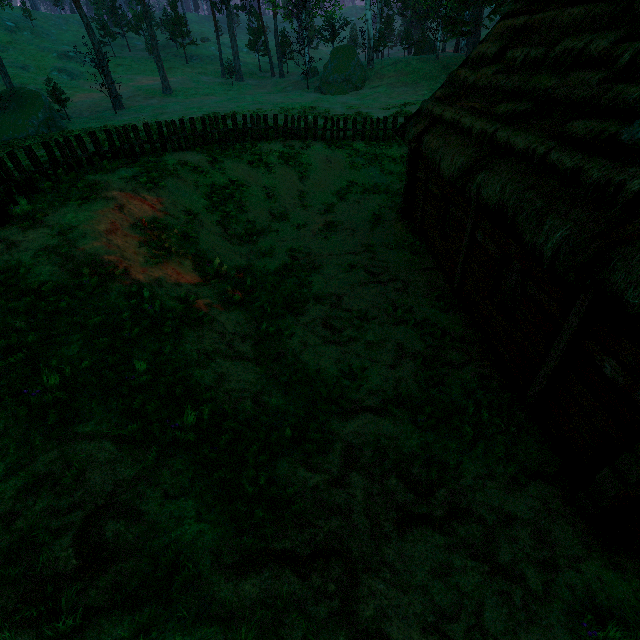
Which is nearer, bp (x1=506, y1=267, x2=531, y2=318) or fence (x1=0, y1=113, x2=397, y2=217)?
bp (x1=506, y1=267, x2=531, y2=318)

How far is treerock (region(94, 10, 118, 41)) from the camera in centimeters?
5579cm

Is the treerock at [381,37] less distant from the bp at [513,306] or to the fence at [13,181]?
the fence at [13,181]

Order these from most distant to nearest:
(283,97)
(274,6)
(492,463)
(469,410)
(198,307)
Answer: (274,6), (283,97), (198,307), (469,410), (492,463)

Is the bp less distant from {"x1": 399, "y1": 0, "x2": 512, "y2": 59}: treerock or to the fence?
{"x1": 399, "y1": 0, "x2": 512, "y2": 59}: treerock

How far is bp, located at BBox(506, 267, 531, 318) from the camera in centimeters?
642cm

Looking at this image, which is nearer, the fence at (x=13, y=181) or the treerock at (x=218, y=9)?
the fence at (x=13, y=181)

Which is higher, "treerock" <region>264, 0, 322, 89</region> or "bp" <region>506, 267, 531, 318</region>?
"treerock" <region>264, 0, 322, 89</region>
